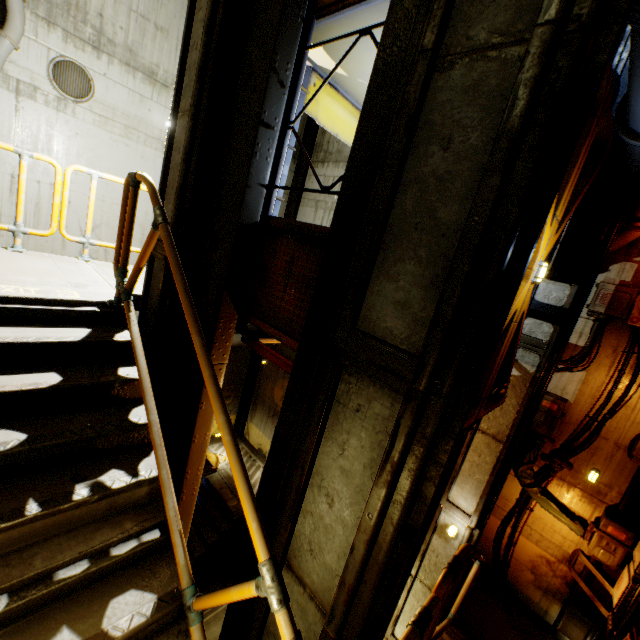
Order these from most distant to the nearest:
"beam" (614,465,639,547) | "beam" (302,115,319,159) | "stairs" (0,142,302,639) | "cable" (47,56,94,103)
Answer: "beam" (302,115,319,159) → "cable" (47,56,94,103) → "beam" (614,465,639,547) → "stairs" (0,142,302,639)

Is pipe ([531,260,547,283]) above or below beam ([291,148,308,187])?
below

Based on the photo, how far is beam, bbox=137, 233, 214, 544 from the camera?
3.6 meters

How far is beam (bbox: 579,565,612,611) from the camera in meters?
5.8

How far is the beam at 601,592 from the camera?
5.75m

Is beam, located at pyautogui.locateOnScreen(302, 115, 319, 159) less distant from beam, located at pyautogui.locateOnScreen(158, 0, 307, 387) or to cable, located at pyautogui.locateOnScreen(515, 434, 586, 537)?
beam, located at pyautogui.locateOnScreen(158, 0, 307, 387)

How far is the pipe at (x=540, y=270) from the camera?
2.99m

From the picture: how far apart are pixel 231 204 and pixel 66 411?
2.4 meters
